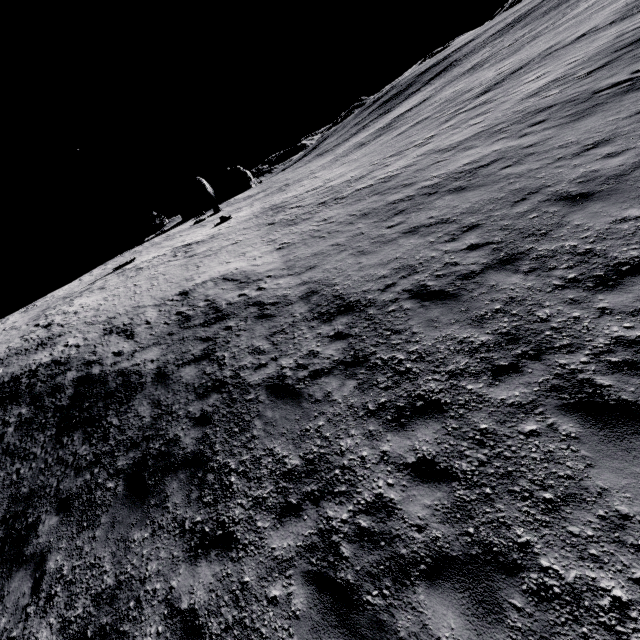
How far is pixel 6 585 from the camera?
7.1 meters

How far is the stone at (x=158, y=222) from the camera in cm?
3969

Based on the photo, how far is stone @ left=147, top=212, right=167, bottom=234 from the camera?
39.7 meters
